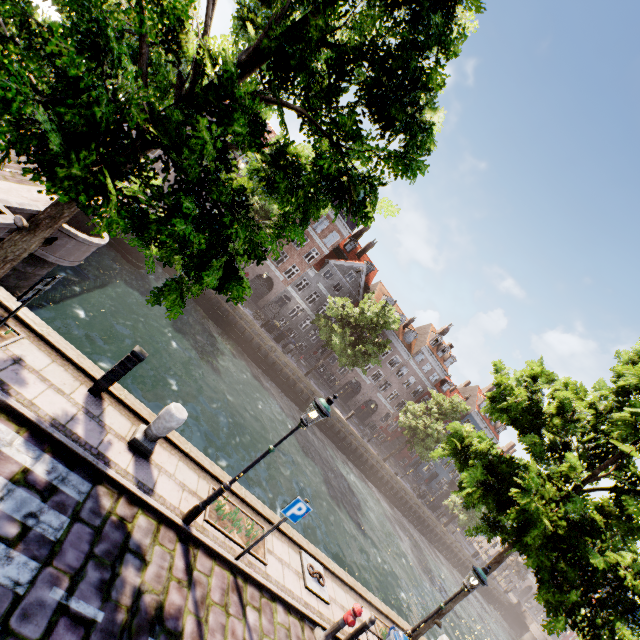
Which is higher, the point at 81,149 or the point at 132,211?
the point at 81,149

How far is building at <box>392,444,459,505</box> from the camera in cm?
4722

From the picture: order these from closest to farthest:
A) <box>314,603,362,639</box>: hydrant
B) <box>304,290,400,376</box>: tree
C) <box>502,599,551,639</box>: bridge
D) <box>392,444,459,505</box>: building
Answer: <box>314,603,362,639</box>: hydrant, <box>304,290,400,376</box>: tree, <box>502,599,551,639</box>: bridge, <box>392,444,459,505</box>: building

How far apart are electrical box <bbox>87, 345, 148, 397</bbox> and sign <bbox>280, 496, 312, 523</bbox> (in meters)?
4.21

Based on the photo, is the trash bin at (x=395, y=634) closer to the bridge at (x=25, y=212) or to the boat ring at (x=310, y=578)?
the boat ring at (x=310, y=578)

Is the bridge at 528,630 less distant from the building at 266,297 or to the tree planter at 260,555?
the building at 266,297

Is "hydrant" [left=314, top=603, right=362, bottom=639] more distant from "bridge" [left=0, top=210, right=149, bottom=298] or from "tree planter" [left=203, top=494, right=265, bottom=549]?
"bridge" [left=0, top=210, right=149, bottom=298]

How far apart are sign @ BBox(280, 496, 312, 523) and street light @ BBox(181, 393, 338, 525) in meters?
1.1 m
